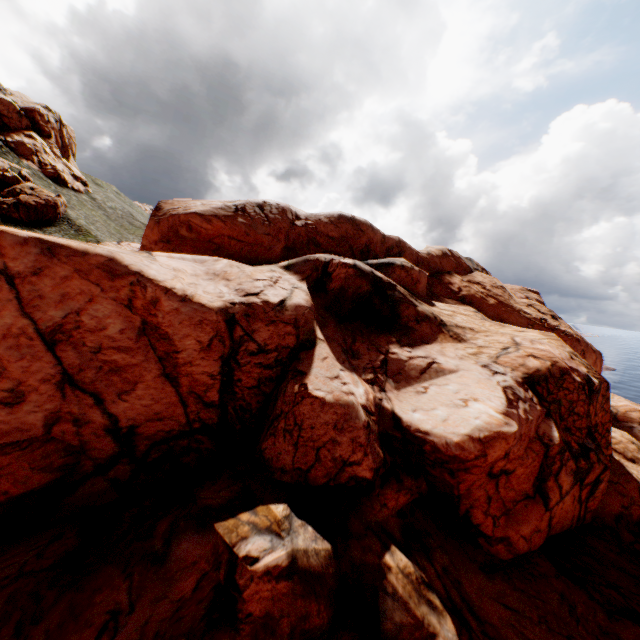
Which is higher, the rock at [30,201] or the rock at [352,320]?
the rock at [30,201]

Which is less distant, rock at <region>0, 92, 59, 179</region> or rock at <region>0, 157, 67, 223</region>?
rock at <region>0, 157, 67, 223</region>

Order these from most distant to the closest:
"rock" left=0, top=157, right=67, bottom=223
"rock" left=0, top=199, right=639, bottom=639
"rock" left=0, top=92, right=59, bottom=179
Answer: "rock" left=0, top=92, right=59, bottom=179 → "rock" left=0, top=157, right=67, bottom=223 → "rock" left=0, top=199, right=639, bottom=639

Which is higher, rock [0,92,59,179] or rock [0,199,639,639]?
rock [0,92,59,179]

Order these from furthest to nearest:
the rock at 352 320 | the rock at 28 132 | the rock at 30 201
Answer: the rock at 28 132, the rock at 30 201, the rock at 352 320

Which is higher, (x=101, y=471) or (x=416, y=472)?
(x=416, y=472)
